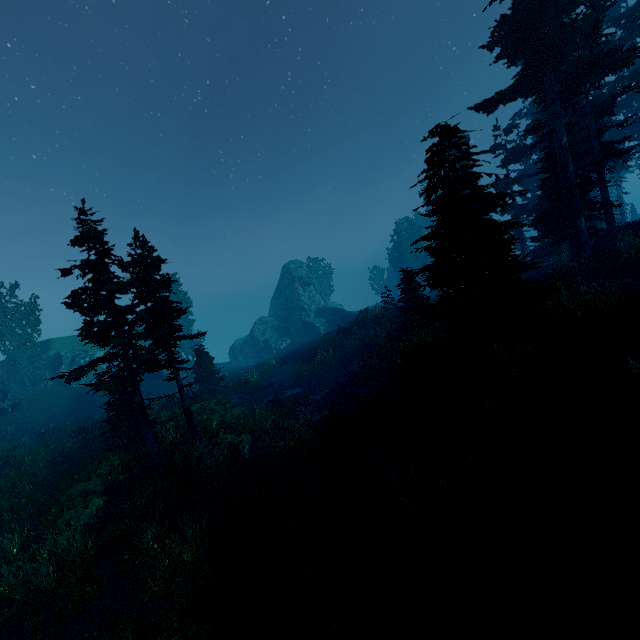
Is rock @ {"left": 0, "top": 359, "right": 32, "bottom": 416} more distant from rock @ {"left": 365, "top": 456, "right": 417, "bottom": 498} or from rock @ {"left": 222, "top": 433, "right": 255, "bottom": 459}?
rock @ {"left": 365, "top": 456, "right": 417, "bottom": 498}

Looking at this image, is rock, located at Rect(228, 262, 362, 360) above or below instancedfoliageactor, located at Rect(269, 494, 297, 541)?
above

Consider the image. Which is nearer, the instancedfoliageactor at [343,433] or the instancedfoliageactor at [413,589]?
the instancedfoliageactor at [413,589]

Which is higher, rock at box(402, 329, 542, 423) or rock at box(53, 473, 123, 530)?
rock at box(402, 329, 542, 423)

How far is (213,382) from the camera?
25.0m

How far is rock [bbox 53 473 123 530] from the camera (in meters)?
11.47

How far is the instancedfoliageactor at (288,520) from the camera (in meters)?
9.39

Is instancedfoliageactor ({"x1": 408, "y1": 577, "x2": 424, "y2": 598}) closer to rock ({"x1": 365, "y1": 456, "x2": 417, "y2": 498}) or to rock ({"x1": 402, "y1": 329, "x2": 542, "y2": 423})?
rock ({"x1": 402, "y1": 329, "x2": 542, "y2": 423})
